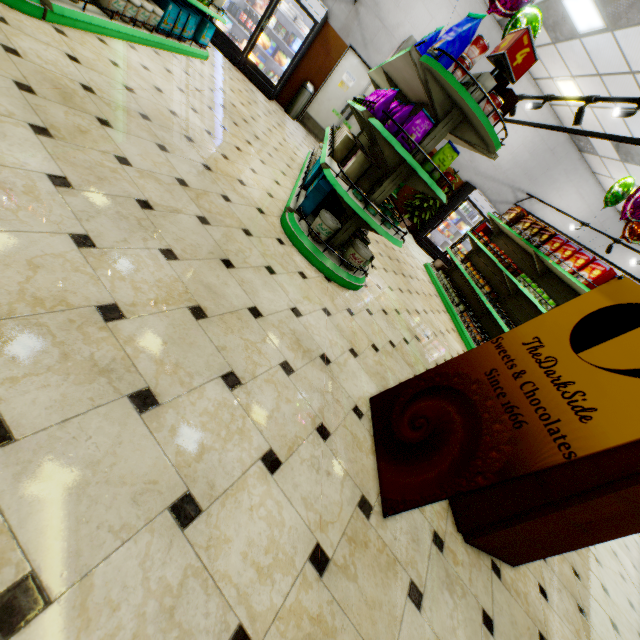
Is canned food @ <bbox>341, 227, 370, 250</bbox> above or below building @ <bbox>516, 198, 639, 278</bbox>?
below

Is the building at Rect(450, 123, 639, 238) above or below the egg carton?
above

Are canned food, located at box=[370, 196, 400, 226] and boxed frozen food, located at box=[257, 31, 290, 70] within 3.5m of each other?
no

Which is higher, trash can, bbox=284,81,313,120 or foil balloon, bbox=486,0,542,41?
foil balloon, bbox=486,0,542,41

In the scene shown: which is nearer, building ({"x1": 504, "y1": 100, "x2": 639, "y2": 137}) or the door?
building ({"x1": 504, "y1": 100, "x2": 639, "y2": 137})

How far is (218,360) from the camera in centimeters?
167cm

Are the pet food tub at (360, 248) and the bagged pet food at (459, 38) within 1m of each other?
no

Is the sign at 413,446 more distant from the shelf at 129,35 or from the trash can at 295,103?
the trash can at 295,103
